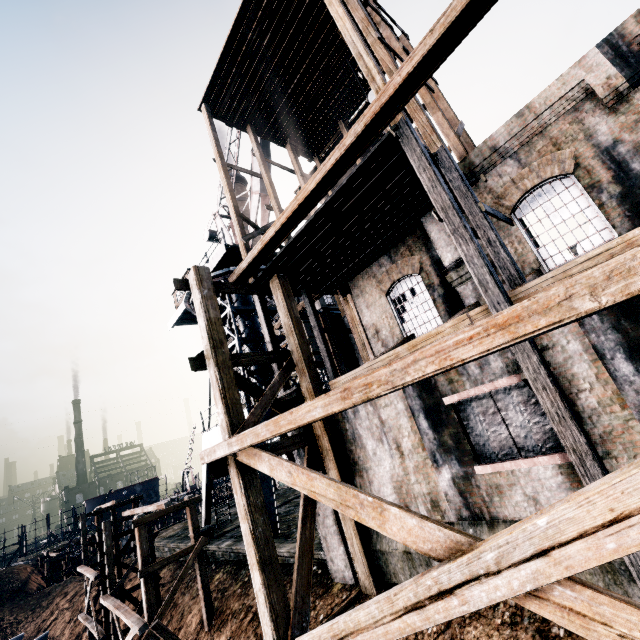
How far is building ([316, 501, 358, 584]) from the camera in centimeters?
1020cm

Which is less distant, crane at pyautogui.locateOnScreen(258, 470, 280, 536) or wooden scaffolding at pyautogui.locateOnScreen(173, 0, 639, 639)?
wooden scaffolding at pyautogui.locateOnScreen(173, 0, 639, 639)

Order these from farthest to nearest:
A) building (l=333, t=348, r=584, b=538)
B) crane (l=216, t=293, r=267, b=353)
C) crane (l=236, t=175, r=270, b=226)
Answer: crane (l=236, t=175, r=270, b=226) → crane (l=216, t=293, r=267, b=353) → building (l=333, t=348, r=584, b=538)

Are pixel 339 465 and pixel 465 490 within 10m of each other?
yes

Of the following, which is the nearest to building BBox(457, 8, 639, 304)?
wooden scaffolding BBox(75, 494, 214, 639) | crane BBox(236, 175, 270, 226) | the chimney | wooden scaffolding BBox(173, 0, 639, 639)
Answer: wooden scaffolding BBox(173, 0, 639, 639)

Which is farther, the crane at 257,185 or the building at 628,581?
the crane at 257,185

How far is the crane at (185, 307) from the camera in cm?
2520

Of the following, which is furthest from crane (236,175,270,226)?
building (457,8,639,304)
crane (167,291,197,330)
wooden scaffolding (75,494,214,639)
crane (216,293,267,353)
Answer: Answer: wooden scaffolding (75,494,214,639)
